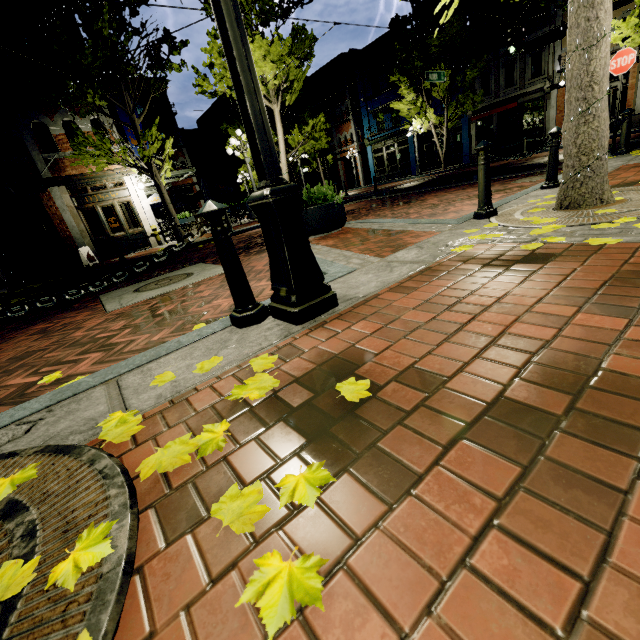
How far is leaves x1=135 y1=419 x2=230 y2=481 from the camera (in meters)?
1.16

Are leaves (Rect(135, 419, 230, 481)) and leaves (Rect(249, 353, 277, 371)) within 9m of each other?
yes

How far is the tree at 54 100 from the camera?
9.72m

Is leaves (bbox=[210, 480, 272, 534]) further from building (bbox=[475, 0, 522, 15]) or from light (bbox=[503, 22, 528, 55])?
building (bbox=[475, 0, 522, 15])

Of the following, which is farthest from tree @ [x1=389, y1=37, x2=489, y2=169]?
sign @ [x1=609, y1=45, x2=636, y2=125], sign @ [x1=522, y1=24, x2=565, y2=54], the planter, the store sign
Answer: the store sign

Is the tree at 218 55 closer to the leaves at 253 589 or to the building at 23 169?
the building at 23 169

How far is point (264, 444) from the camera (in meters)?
1.21

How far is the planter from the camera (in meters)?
5.60
